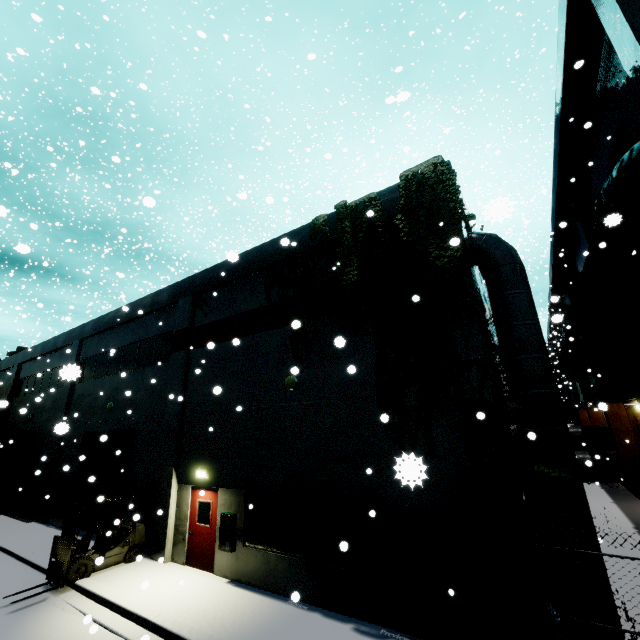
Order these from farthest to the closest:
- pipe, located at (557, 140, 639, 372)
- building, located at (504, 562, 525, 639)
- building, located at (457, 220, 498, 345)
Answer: building, located at (457, 220, 498, 345) → pipe, located at (557, 140, 639, 372) → building, located at (504, 562, 525, 639)

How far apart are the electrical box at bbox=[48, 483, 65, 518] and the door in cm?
1034

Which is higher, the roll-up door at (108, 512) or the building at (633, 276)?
the building at (633, 276)

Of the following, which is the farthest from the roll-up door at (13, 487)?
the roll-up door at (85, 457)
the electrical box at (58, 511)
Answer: the roll-up door at (85, 457)

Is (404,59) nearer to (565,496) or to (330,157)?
(330,157)

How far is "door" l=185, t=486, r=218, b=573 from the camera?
10.2 meters

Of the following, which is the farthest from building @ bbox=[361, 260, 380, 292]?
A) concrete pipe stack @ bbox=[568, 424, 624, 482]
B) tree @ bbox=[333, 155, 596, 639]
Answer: concrete pipe stack @ bbox=[568, 424, 624, 482]

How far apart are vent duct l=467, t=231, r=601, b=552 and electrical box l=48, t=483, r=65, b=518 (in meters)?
20.92
